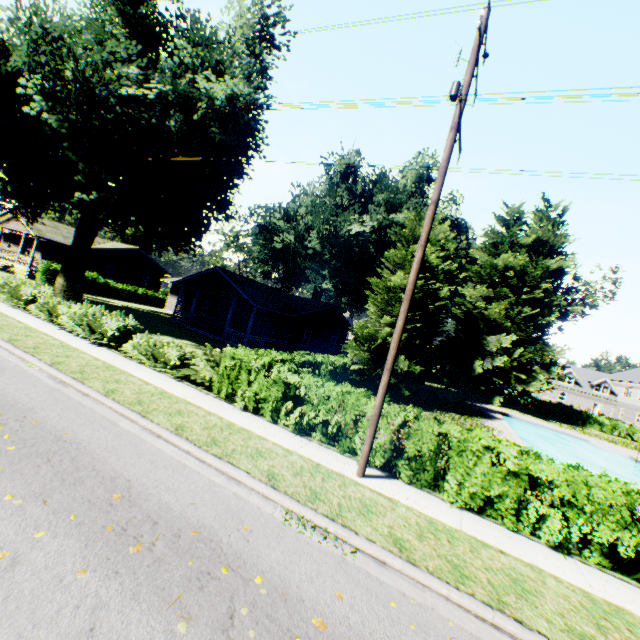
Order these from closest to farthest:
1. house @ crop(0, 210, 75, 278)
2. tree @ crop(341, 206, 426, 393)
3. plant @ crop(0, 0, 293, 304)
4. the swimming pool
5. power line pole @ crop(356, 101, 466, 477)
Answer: power line pole @ crop(356, 101, 466, 477), plant @ crop(0, 0, 293, 304), tree @ crop(341, 206, 426, 393), the swimming pool, house @ crop(0, 210, 75, 278)

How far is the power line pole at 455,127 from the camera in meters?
7.7

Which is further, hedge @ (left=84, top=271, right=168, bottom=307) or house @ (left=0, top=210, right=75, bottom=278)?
hedge @ (left=84, top=271, right=168, bottom=307)

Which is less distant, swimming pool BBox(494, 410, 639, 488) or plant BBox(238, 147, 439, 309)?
swimming pool BBox(494, 410, 639, 488)

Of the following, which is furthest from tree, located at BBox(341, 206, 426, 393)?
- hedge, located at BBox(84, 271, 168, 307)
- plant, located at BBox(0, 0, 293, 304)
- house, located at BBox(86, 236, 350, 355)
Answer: hedge, located at BBox(84, 271, 168, 307)

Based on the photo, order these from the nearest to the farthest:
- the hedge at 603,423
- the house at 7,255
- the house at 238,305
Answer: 1. the house at 238,305
2. the house at 7,255
3. the hedge at 603,423

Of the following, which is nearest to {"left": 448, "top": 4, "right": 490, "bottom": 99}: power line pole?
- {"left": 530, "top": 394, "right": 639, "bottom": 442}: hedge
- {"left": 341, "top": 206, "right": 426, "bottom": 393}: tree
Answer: {"left": 341, "top": 206, "right": 426, "bottom": 393}: tree

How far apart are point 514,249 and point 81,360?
40.77m
